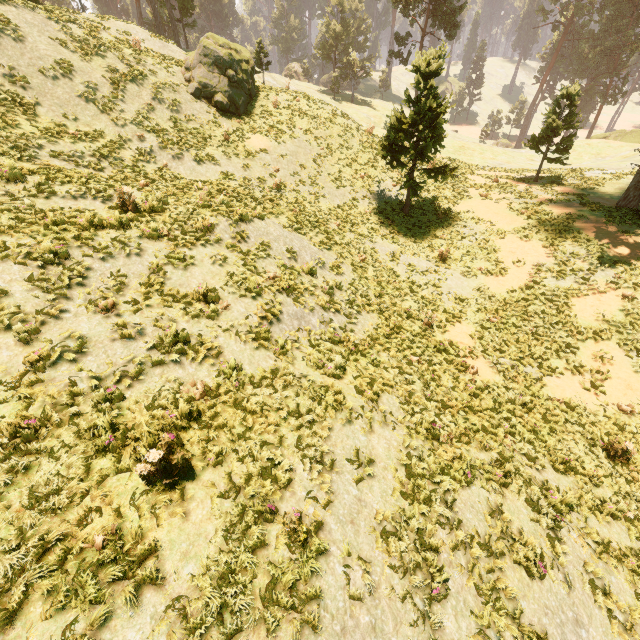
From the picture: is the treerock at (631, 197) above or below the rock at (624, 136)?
above

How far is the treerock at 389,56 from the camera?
41.5 meters

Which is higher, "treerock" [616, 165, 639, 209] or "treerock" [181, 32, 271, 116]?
"treerock" [181, 32, 271, 116]

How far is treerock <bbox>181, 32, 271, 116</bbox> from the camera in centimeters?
1902cm

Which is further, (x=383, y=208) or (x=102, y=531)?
(x=383, y=208)

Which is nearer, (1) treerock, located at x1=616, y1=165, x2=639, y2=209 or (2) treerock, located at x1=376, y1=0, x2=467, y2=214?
(2) treerock, located at x1=376, y1=0, x2=467, y2=214
